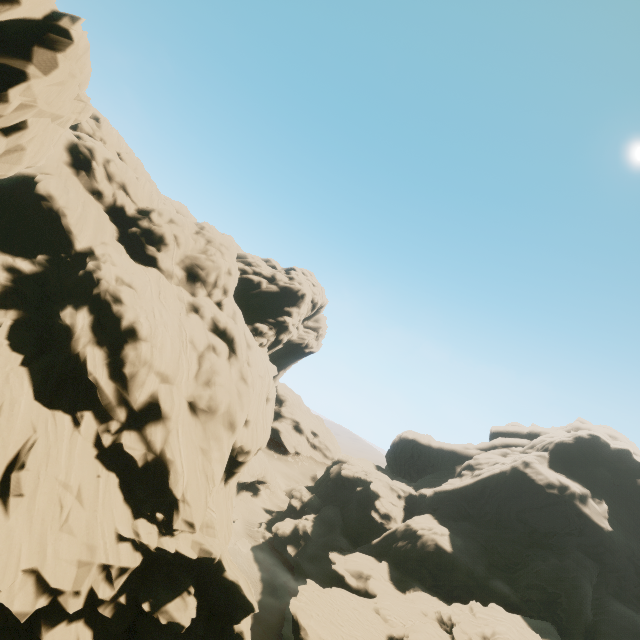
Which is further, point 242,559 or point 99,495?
point 242,559

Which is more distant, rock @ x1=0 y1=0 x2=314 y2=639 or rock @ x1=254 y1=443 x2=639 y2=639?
rock @ x1=254 y1=443 x2=639 y2=639

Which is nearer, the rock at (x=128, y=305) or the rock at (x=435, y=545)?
the rock at (x=128, y=305)
